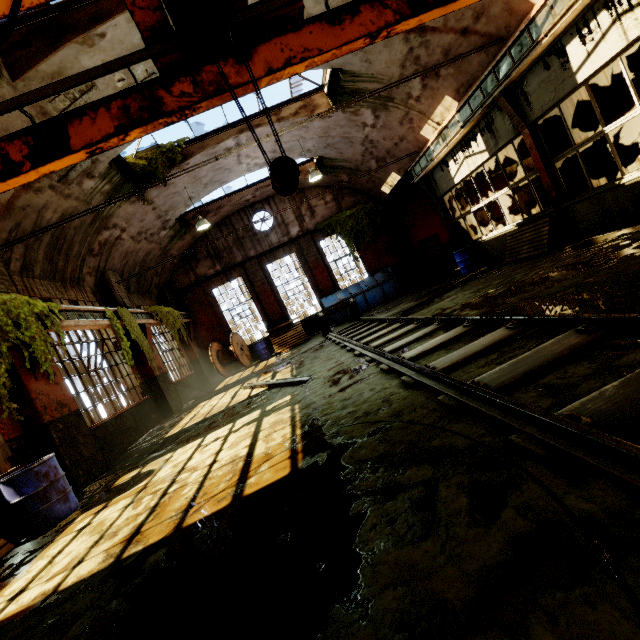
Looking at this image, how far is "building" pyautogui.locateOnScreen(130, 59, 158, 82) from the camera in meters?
6.9

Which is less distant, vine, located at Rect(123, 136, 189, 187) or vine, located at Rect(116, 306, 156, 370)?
vine, located at Rect(116, 306, 156, 370)

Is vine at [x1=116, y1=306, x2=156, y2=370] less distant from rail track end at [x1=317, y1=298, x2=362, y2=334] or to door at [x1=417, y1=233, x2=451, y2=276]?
rail track end at [x1=317, y1=298, x2=362, y2=334]

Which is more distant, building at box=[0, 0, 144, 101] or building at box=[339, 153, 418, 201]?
building at box=[339, 153, 418, 201]

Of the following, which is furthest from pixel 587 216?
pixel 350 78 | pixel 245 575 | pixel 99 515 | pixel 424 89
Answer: pixel 99 515

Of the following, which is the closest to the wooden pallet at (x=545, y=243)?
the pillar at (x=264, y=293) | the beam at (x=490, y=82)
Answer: the beam at (x=490, y=82)

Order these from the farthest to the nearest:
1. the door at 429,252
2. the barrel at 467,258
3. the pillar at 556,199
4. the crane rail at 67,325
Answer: the door at 429,252
the barrel at 467,258
the pillar at 556,199
the crane rail at 67,325

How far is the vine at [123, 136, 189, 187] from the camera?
10.39m
